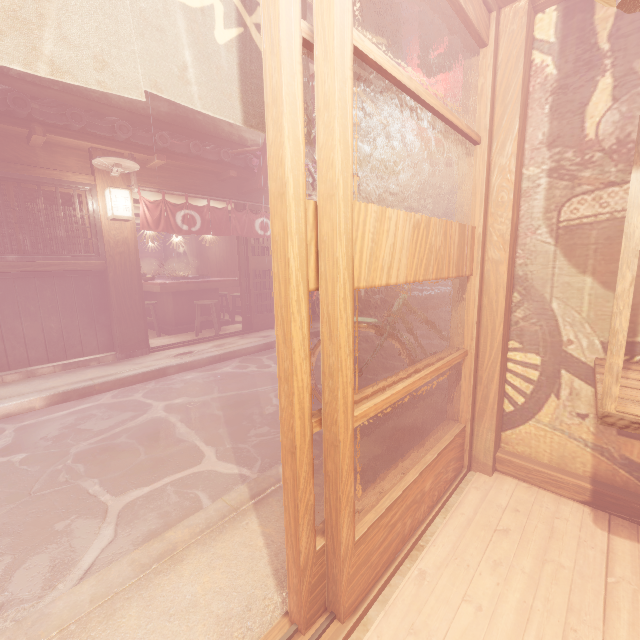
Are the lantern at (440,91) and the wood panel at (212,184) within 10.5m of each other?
yes

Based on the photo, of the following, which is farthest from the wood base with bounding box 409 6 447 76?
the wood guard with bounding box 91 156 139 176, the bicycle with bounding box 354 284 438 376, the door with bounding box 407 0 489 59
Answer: the wood guard with bounding box 91 156 139 176

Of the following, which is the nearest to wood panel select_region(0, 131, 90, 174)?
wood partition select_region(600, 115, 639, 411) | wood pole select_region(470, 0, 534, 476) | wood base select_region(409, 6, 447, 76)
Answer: wood base select_region(409, 6, 447, 76)

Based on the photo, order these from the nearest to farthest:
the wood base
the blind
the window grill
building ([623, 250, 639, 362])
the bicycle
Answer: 1. building ([623, 250, 639, 362])
2. the wood base
3. the bicycle
4. the window grill
5. the blind

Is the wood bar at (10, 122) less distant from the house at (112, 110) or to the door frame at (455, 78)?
the door frame at (455, 78)

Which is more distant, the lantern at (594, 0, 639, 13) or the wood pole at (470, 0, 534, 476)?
the wood pole at (470, 0, 534, 476)

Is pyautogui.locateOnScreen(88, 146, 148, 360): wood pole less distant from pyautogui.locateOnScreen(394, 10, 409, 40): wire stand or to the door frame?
pyautogui.locateOnScreen(394, 10, 409, 40): wire stand

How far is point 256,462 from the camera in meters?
4.9 m
